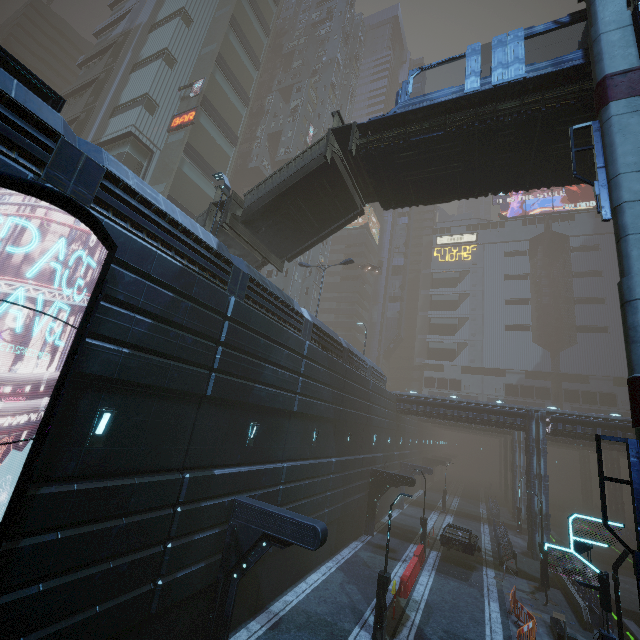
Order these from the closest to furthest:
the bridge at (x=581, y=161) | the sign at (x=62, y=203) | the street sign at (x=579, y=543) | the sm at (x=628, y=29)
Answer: the sign at (x=62, y=203) < the sm at (x=628, y=29) < the street sign at (x=579, y=543) < the bridge at (x=581, y=161)

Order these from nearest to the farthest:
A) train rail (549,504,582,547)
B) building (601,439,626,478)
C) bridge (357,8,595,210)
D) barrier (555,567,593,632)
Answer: bridge (357,8,595,210)
barrier (555,567,593,632)
building (601,439,626,478)
train rail (549,504,582,547)

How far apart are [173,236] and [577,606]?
28.0m

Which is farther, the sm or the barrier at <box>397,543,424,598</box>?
the barrier at <box>397,543,424,598</box>

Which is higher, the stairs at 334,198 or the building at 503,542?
the stairs at 334,198

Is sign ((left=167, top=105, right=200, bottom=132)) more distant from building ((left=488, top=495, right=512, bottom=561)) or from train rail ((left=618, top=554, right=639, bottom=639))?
train rail ((left=618, top=554, right=639, bottom=639))

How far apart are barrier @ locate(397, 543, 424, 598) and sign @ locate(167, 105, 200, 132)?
38.0 meters

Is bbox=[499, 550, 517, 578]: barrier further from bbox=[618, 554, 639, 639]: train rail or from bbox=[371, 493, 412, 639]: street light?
bbox=[371, 493, 412, 639]: street light
